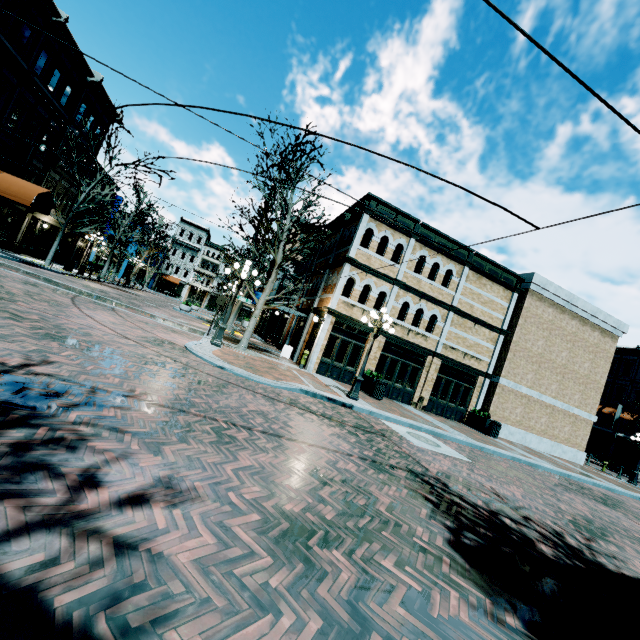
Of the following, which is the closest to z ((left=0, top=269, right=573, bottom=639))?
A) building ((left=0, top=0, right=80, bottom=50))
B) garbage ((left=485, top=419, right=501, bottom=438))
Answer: building ((left=0, top=0, right=80, bottom=50))

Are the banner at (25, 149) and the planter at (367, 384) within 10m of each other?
no

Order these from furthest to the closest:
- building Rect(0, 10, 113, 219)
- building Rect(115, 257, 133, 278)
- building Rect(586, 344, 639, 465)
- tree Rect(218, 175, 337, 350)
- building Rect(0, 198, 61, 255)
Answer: building Rect(115, 257, 133, 278) < building Rect(586, 344, 639, 465) < building Rect(0, 198, 61, 255) < building Rect(0, 10, 113, 219) < tree Rect(218, 175, 337, 350)

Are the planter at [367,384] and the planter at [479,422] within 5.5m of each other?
no

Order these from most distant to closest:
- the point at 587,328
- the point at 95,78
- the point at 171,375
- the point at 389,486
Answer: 1. the point at 95,78
2. the point at 587,328
3. the point at 171,375
4. the point at 389,486

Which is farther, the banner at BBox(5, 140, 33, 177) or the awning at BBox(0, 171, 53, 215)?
the banner at BBox(5, 140, 33, 177)

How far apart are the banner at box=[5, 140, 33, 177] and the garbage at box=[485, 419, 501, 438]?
31.04m

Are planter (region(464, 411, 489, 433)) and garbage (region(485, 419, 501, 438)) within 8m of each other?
yes
